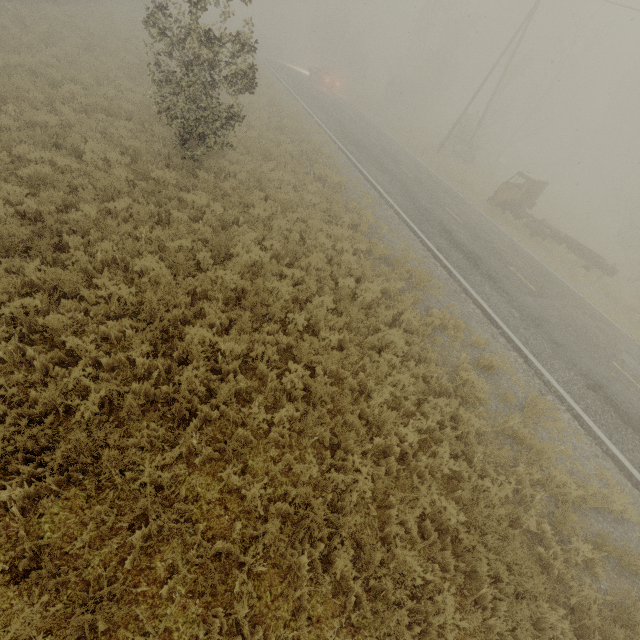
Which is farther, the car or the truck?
the car

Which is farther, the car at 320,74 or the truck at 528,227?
the car at 320,74

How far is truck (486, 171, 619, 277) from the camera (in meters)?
17.53

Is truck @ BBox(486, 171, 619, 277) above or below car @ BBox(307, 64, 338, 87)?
below

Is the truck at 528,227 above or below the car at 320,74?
below

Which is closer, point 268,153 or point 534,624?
point 534,624

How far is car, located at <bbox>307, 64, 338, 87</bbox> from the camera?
32.0m
